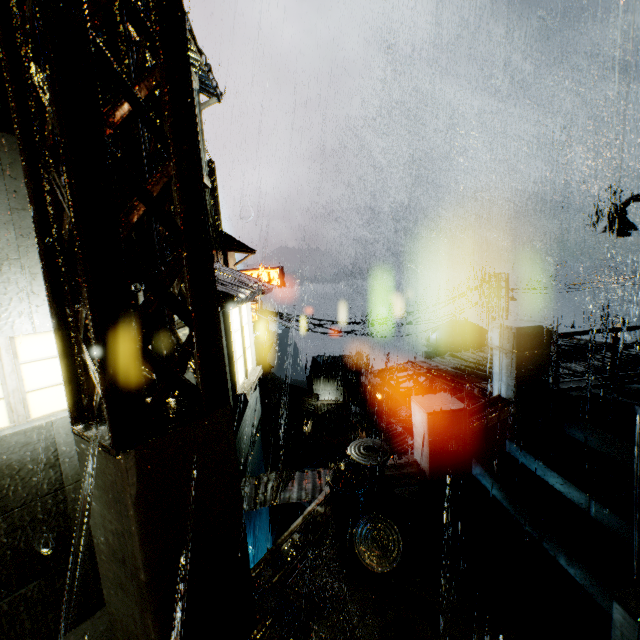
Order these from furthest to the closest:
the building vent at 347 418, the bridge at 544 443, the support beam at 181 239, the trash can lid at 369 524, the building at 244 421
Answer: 1. the building vent at 347 418
2. the building at 244 421
3. the trash can lid at 369 524
4. the bridge at 544 443
5. the support beam at 181 239

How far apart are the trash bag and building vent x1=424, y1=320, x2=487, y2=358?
15.6m

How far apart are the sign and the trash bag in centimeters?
2063cm

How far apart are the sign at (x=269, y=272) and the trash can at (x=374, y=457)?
19.9 meters

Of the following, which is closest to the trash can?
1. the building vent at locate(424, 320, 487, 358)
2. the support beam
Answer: the support beam

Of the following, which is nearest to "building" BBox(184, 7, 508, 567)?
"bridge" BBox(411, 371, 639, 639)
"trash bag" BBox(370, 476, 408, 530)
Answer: "bridge" BBox(411, 371, 639, 639)

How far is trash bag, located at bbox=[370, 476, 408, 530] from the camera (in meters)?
5.24

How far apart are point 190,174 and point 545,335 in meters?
7.2 m
